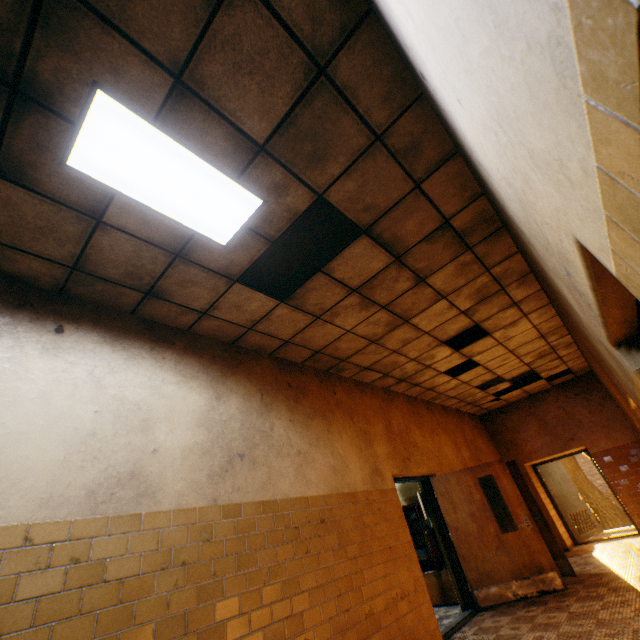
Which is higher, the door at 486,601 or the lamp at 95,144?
the lamp at 95,144

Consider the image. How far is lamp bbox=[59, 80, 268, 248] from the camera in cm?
213

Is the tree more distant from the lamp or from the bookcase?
the lamp

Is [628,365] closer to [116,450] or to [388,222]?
[388,222]

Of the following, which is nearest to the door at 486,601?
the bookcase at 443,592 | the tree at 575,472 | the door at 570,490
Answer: the bookcase at 443,592

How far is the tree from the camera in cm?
1758

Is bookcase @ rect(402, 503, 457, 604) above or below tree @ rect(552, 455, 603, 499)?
below

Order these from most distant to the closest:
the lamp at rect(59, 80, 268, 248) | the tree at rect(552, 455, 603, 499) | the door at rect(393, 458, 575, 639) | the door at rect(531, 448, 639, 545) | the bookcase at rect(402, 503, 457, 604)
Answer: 1. the tree at rect(552, 455, 603, 499)
2. the door at rect(531, 448, 639, 545)
3. the bookcase at rect(402, 503, 457, 604)
4. the door at rect(393, 458, 575, 639)
5. the lamp at rect(59, 80, 268, 248)
